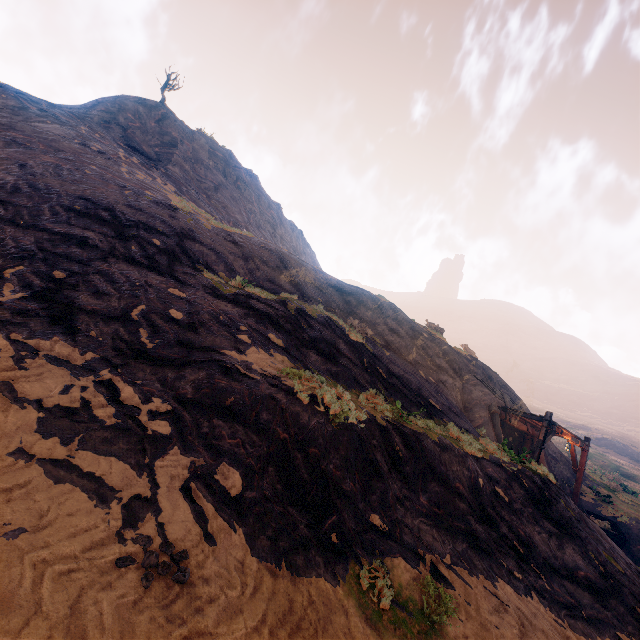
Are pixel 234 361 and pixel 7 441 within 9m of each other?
yes

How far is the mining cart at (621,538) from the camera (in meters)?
14.60

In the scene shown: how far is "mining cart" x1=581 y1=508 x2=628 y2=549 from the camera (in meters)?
14.60

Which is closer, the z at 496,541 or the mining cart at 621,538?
the z at 496,541

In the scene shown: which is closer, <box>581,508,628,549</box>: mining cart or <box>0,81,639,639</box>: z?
<box>0,81,639,639</box>: z
